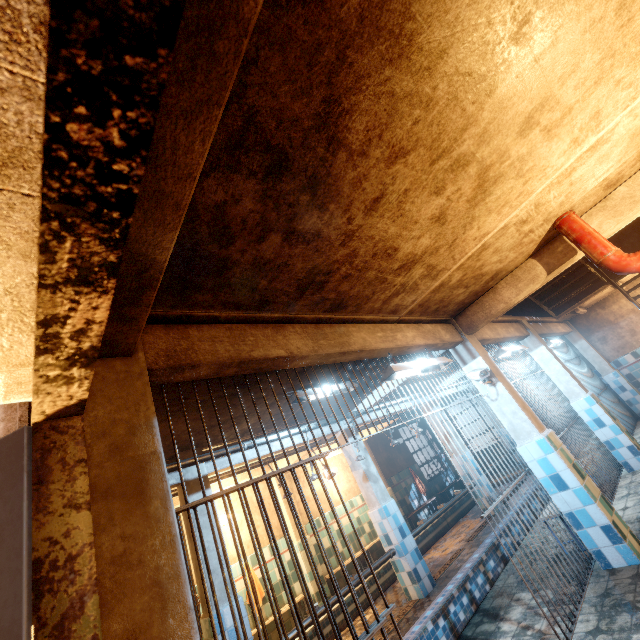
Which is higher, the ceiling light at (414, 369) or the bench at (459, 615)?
the ceiling light at (414, 369)

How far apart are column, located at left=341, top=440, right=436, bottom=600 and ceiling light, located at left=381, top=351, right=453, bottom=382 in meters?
2.7 m

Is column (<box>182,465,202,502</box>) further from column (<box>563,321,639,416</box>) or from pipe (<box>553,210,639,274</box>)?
column (<box>563,321,639,416</box>)

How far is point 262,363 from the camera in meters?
2.2 m

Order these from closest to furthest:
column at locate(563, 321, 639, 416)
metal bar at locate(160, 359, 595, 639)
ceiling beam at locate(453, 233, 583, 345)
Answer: metal bar at locate(160, 359, 595, 639)
ceiling beam at locate(453, 233, 583, 345)
column at locate(563, 321, 639, 416)

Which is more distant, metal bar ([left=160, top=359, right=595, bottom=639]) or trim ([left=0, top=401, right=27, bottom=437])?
metal bar ([left=160, top=359, right=595, bottom=639])

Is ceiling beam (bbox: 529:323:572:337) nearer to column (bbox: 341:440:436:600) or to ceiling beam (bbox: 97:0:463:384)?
ceiling beam (bbox: 97:0:463:384)

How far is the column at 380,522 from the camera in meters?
4.9
